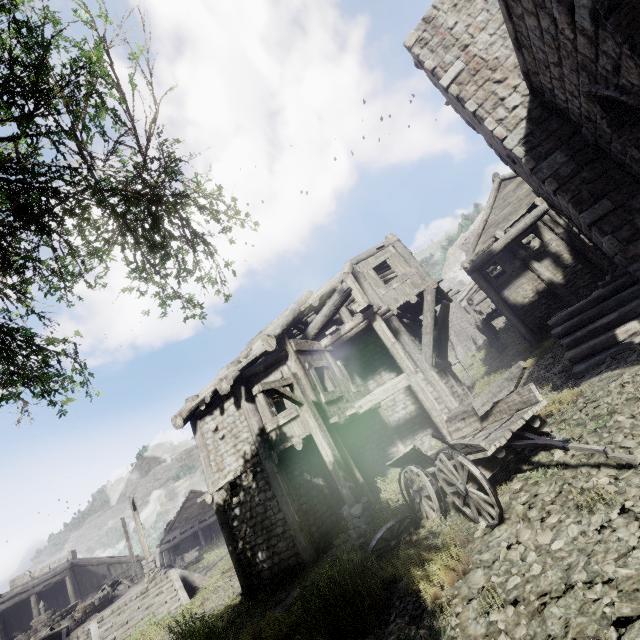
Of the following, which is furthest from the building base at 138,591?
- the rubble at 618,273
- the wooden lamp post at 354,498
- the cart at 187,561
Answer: the rubble at 618,273

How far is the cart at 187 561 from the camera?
27.6 meters

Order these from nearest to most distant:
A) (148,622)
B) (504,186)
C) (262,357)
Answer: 1. (148,622)
2. (262,357)
3. (504,186)

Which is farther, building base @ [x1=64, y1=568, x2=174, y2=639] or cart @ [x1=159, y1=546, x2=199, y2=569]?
cart @ [x1=159, y1=546, x2=199, y2=569]

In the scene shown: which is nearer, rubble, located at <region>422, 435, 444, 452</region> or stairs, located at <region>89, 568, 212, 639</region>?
rubble, located at <region>422, 435, 444, 452</region>

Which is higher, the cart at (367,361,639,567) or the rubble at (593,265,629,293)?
the rubble at (593,265,629,293)

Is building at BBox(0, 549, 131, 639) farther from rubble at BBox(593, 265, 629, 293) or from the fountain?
the fountain

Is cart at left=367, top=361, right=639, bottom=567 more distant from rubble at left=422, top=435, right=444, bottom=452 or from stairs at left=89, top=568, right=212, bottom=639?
stairs at left=89, top=568, right=212, bottom=639
